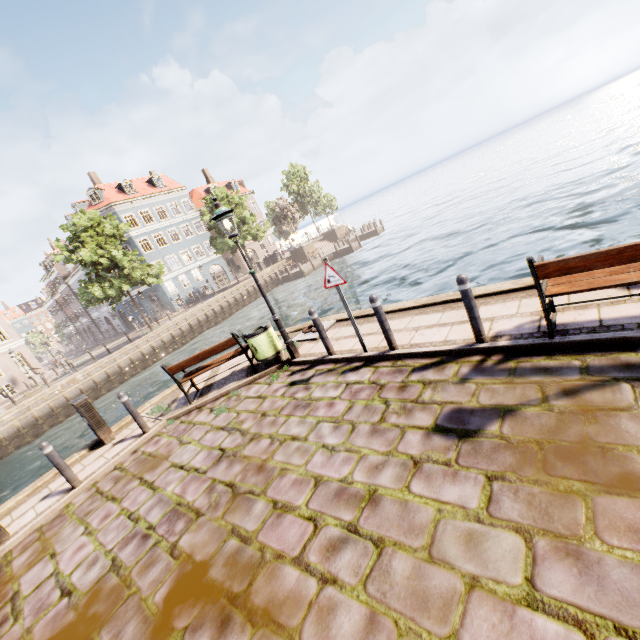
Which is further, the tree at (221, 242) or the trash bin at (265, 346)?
the tree at (221, 242)

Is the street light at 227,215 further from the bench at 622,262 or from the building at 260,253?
the building at 260,253

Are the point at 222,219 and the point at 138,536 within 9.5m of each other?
yes

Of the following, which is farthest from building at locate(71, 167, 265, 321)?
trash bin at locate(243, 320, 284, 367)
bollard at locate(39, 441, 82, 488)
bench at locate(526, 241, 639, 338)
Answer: bench at locate(526, 241, 639, 338)

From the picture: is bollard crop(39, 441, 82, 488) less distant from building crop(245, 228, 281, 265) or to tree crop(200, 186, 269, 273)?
tree crop(200, 186, 269, 273)

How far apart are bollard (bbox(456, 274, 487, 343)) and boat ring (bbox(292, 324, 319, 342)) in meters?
4.1 m

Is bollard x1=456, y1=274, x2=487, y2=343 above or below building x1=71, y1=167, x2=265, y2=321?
below
